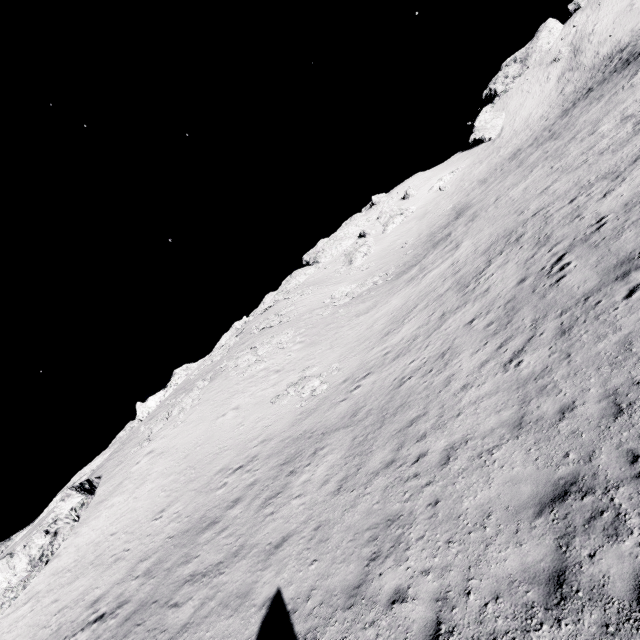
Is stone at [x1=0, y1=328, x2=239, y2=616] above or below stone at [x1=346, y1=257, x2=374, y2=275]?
below

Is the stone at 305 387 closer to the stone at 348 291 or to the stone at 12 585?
the stone at 348 291

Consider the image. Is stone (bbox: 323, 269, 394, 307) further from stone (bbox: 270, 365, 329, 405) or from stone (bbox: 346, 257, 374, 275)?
stone (bbox: 270, 365, 329, 405)

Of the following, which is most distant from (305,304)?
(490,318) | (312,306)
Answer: (490,318)

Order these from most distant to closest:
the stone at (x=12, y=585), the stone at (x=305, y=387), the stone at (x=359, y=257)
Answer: the stone at (x=359, y=257), the stone at (x=305, y=387), the stone at (x=12, y=585)

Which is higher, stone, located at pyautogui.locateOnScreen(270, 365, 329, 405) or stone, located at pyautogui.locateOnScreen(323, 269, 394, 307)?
stone, located at pyautogui.locateOnScreen(323, 269, 394, 307)

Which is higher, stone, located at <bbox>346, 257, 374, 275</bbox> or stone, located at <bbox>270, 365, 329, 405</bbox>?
stone, located at <bbox>346, 257, 374, 275</bbox>

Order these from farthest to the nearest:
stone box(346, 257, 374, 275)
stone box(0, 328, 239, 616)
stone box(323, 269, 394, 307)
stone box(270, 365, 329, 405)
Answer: stone box(346, 257, 374, 275) → stone box(323, 269, 394, 307) → stone box(270, 365, 329, 405) → stone box(0, 328, 239, 616)
